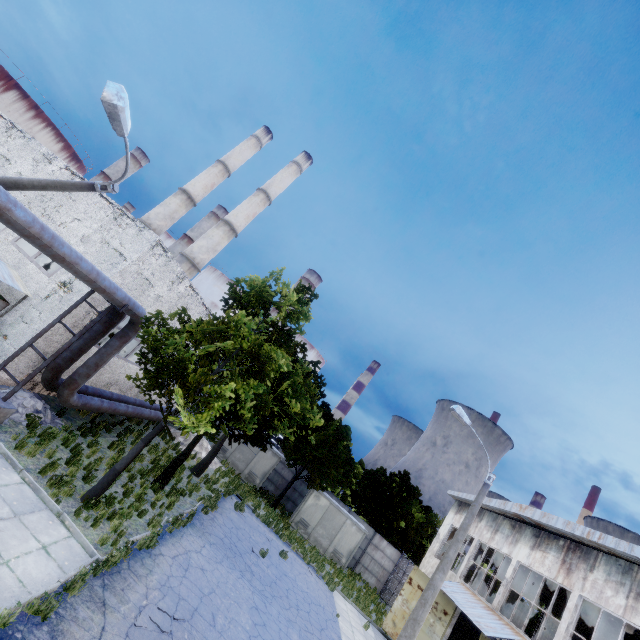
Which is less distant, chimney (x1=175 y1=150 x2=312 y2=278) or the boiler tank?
the boiler tank

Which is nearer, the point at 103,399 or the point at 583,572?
the point at 583,572

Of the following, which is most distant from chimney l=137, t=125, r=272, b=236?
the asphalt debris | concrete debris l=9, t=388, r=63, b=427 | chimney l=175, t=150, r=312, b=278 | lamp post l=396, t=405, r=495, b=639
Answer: lamp post l=396, t=405, r=495, b=639

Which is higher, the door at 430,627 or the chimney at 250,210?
the chimney at 250,210

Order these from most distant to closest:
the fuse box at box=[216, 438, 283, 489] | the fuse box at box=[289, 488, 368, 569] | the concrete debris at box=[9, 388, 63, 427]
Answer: the fuse box at box=[216, 438, 283, 489] < the fuse box at box=[289, 488, 368, 569] < the concrete debris at box=[9, 388, 63, 427]

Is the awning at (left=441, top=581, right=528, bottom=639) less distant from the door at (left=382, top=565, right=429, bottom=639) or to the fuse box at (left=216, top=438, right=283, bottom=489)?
the door at (left=382, top=565, right=429, bottom=639)

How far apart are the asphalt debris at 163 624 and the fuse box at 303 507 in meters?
19.0

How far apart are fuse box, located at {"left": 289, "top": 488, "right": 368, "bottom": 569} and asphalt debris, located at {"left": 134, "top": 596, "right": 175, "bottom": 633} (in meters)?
18.96
